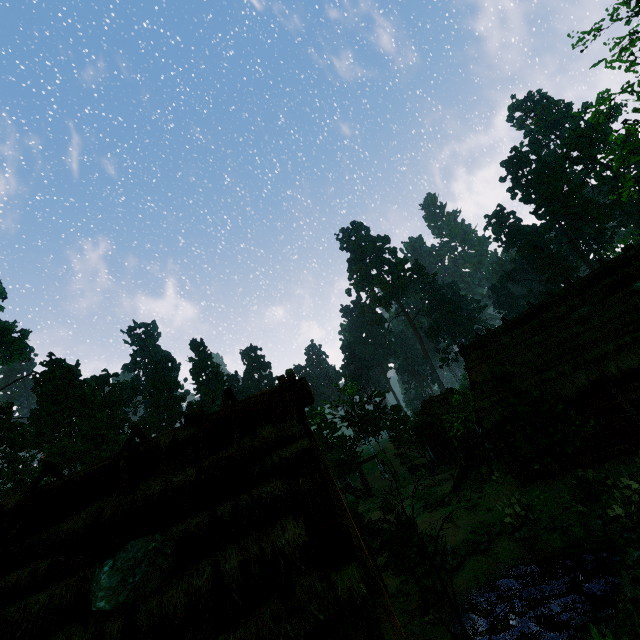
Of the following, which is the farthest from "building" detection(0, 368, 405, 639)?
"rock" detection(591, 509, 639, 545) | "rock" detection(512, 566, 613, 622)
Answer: "rock" detection(512, 566, 613, 622)

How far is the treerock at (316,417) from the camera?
30.6m

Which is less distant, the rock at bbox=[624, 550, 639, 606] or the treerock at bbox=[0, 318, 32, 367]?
the rock at bbox=[624, 550, 639, 606]

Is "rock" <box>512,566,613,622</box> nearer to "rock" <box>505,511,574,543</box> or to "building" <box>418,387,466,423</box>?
"rock" <box>505,511,574,543</box>

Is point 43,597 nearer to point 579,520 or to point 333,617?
point 333,617

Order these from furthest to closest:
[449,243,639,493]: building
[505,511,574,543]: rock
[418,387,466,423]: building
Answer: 1. [418,387,466,423]: building
2. [449,243,639,493]: building
3. [505,511,574,543]: rock

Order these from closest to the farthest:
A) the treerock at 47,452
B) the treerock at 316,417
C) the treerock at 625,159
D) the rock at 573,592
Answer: the rock at 573,592 < the treerock at 625,159 < the treerock at 316,417 < the treerock at 47,452

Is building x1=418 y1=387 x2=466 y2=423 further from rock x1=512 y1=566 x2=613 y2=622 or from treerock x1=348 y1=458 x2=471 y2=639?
rock x1=512 y1=566 x2=613 y2=622
